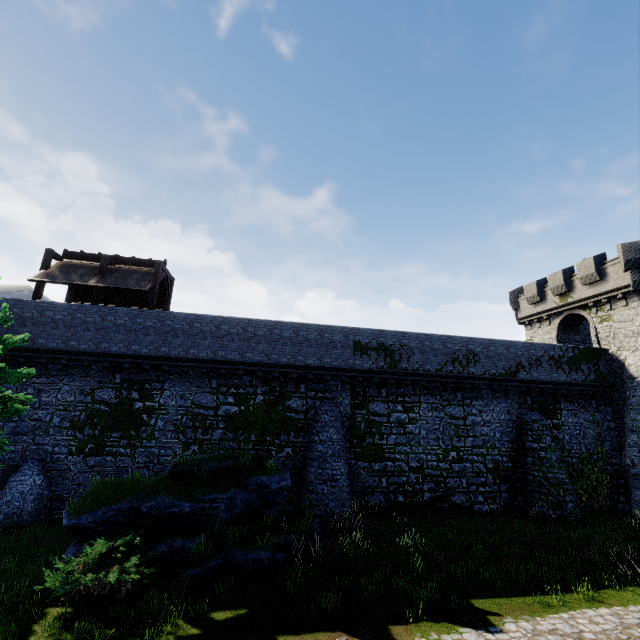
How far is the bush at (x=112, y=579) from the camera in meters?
8.2

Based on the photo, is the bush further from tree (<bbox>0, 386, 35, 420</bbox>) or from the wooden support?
the wooden support

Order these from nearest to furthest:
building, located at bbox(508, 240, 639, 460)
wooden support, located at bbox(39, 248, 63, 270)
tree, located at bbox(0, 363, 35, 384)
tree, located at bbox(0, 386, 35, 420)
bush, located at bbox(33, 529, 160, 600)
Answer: bush, located at bbox(33, 529, 160, 600), tree, located at bbox(0, 386, 35, 420), tree, located at bbox(0, 363, 35, 384), wooden support, located at bbox(39, 248, 63, 270), building, located at bbox(508, 240, 639, 460)

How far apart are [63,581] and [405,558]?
11.0 meters

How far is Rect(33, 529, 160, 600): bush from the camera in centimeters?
816cm

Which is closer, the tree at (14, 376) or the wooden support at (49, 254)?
the tree at (14, 376)

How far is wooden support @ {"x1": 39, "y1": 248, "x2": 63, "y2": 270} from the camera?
18.3m

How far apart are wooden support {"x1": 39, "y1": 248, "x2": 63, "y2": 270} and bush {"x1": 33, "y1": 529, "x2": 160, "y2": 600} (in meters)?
14.21
